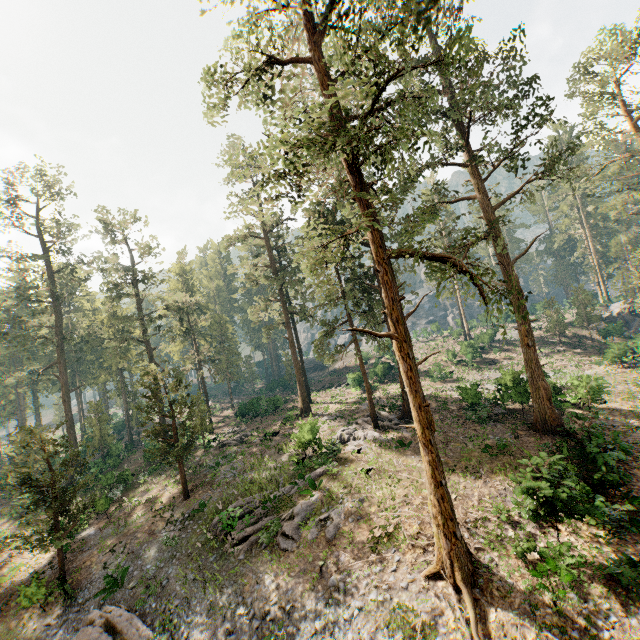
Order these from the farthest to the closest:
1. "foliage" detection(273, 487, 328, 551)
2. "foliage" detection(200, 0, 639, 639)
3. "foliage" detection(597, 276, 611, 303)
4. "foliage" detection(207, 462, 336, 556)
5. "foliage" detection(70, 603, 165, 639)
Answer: "foliage" detection(597, 276, 611, 303), "foliage" detection(207, 462, 336, 556), "foliage" detection(273, 487, 328, 551), "foliage" detection(70, 603, 165, 639), "foliage" detection(200, 0, 639, 639)

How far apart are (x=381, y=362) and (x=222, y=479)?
30.1 meters

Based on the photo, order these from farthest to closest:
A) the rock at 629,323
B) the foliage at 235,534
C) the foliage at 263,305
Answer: the rock at 629,323, the foliage at 235,534, the foliage at 263,305

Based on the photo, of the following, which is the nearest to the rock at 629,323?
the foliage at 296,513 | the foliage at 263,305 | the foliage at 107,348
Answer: the foliage at 263,305

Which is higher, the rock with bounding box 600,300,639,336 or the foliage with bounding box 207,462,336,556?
the rock with bounding box 600,300,639,336

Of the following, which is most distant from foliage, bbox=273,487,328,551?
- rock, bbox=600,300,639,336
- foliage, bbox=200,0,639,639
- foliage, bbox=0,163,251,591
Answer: rock, bbox=600,300,639,336

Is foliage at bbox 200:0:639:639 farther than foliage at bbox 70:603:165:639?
No

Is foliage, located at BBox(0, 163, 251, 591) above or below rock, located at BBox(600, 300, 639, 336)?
above
